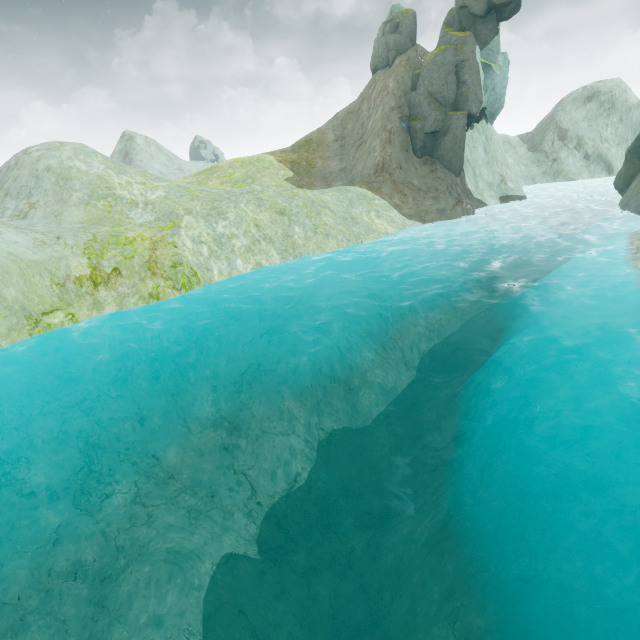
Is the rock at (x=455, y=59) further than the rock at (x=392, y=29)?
No

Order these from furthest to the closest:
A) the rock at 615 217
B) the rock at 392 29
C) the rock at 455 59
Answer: the rock at 392 29 → the rock at 455 59 → the rock at 615 217

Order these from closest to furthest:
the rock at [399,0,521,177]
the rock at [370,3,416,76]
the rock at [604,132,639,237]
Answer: the rock at [604,132,639,237], the rock at [399,0,521,177], the rock at [370,3,416,76]

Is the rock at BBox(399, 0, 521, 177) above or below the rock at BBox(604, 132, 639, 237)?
above

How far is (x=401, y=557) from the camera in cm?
1024

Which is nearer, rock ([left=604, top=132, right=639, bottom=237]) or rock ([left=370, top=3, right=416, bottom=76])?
rock ([left=604, top=132, right=639, bottom=237])
